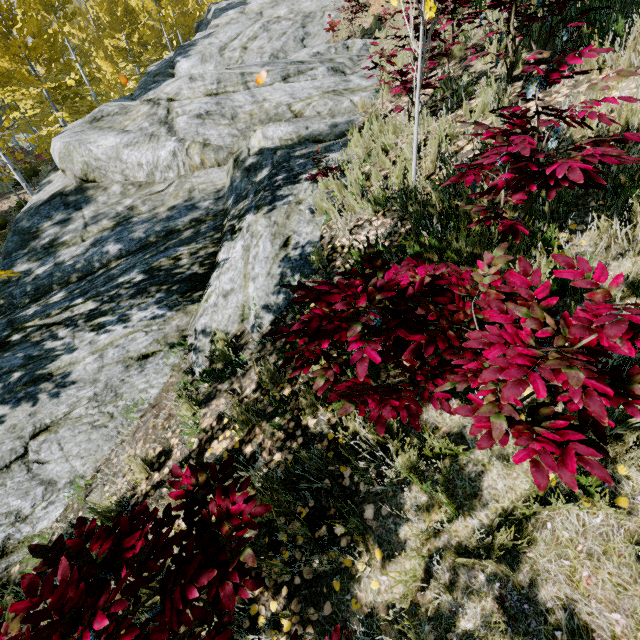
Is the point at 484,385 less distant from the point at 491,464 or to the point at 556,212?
the point at 491,464

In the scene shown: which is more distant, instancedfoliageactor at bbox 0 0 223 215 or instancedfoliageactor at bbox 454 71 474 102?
instancedfoliageactor at bbox 0 0 223 215

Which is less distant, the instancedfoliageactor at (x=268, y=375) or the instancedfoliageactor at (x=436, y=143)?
the instancedfoliageactor at (x=268, y=375)

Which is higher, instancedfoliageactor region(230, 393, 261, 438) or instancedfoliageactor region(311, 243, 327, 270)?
instancedfoliageactor region(311, 243, 327, 270)
